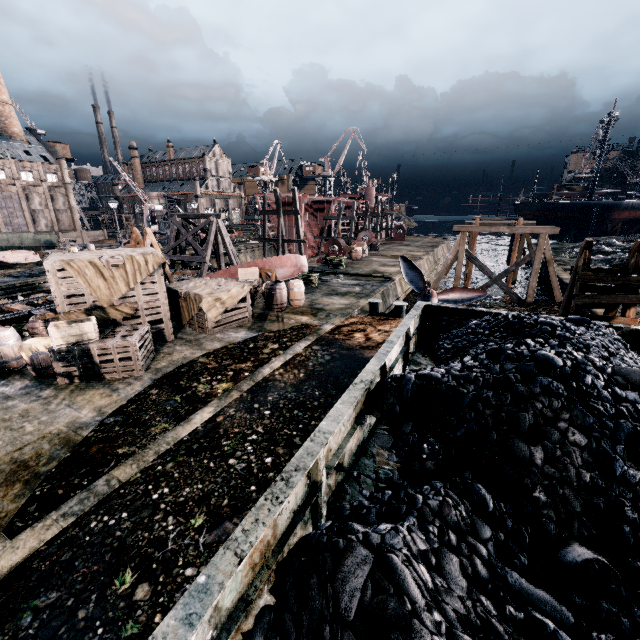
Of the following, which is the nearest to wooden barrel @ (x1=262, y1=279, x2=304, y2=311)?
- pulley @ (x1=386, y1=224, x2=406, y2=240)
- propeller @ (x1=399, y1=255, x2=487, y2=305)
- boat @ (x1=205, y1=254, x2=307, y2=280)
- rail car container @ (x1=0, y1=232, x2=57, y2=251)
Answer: boat @ (x1=205, y1=254, x2=307, y2=280)

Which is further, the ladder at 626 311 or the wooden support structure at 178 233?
the wooden support structure at 178 233

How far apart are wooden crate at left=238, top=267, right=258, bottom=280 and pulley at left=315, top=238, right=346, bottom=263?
13.42m

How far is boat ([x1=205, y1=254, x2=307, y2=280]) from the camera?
20.1m

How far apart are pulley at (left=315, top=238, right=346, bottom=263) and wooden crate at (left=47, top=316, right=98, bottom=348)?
23.08m

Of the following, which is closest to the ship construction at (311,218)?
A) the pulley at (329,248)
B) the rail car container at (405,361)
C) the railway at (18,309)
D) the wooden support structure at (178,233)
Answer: the pulley at (329,248)

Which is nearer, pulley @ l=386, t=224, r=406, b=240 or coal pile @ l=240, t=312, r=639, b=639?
coal pile @ l=240, t=312, r=639, b=639

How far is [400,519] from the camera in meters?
3.0
